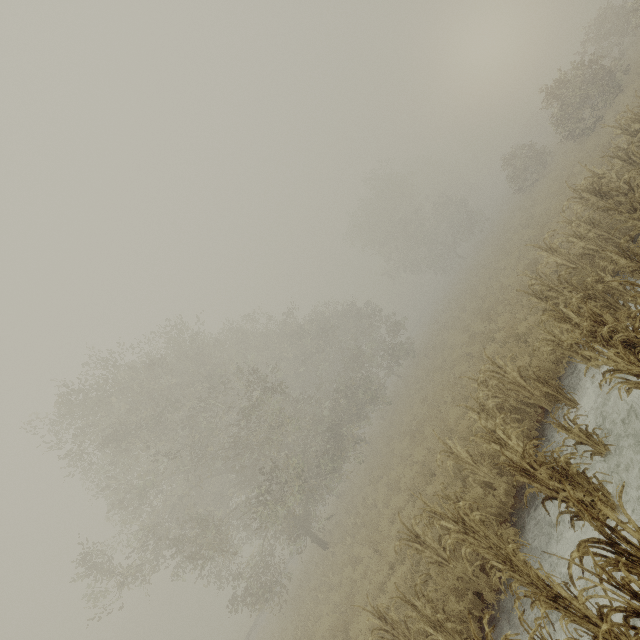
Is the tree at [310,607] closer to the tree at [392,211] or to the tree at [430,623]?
the tree at [430,623]

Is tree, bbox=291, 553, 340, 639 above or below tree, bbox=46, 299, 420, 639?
below

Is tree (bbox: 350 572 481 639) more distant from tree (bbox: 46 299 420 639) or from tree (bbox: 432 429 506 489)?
tree (bbox: 46 299 420 639)

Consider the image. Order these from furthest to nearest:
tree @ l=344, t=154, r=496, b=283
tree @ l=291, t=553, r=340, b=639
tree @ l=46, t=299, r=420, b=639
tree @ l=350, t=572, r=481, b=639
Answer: tree @ l=344, t=154, r=496, b=283
tree @ l=46, t=299, r=420, b=639
tree @ l=291, t=553, r=340, b=639
tree @ l=350, t=572, r=481, b=639

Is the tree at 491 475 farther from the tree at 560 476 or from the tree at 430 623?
the tree at 430 623

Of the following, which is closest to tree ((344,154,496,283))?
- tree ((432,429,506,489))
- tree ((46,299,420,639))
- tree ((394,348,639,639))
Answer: tree ((432,429,506,489))

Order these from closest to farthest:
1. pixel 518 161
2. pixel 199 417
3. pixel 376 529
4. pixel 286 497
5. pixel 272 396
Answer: pixel 376 529 → pixel 286 497 → pixel 199 417 → pixel 272 396 → pixel 518 161

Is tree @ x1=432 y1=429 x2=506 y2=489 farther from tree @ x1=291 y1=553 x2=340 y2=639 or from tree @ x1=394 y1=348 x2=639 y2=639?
tree @ x1=291 y1=553 x2=340 y2=639
